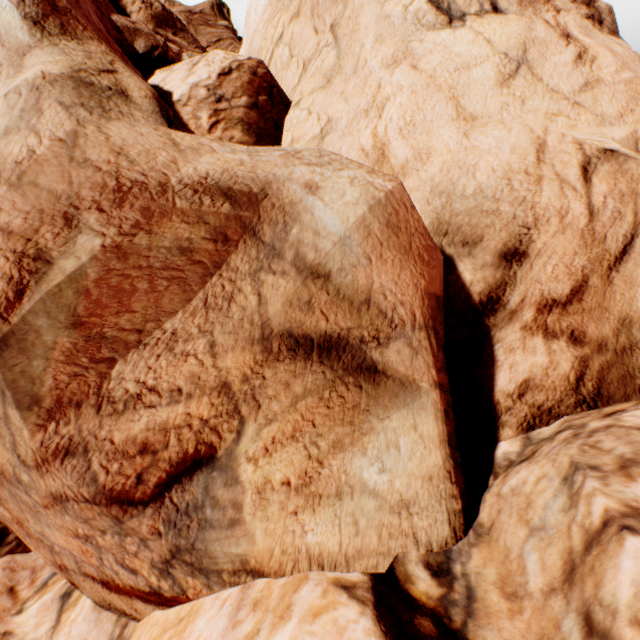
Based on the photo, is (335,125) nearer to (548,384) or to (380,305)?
(380,305)
